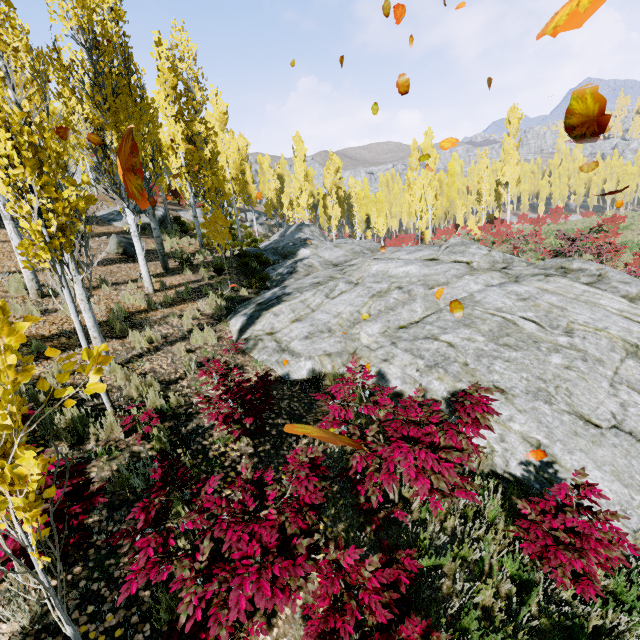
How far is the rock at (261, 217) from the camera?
39.83m

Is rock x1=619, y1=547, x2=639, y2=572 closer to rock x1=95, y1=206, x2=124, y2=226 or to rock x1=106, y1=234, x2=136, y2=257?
rock x1=95, y1=206, x2=124, y2=226

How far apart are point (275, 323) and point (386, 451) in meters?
5.7

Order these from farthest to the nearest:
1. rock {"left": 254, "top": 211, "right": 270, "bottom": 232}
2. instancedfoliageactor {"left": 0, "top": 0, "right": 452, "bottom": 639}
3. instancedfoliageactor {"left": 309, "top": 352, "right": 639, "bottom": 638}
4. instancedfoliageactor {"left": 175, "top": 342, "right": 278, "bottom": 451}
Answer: rock {"left": 254, "top": 211, "right": 270, "bottom": 232}, instancedfoliageactor {"left": 175, "top": 342, "right": 278, "bottom": 451}, instancedfoliageactor {"left": 309, "top": 352, "right": 639, "bottom": 638}, instancedfoliageactor {"left": 0, "top": 0, "right": 452, "bottom": 639}

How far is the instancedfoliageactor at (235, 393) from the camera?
4.6m

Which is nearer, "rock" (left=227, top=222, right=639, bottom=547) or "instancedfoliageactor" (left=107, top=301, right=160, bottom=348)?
"rock" (left=227, top=222, right=639, bottom=547)

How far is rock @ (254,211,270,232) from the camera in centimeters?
3983cm

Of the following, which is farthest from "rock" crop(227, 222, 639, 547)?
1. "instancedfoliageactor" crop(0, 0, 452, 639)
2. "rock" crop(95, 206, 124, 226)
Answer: "rock" crop(95, 206, 124, 226)
